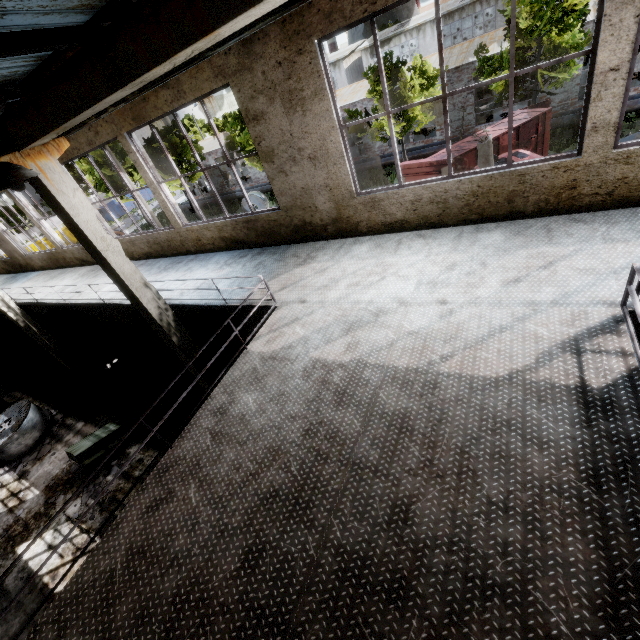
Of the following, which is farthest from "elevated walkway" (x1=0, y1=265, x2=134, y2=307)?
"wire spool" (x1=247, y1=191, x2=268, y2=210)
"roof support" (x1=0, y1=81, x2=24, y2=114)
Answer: "wire spool" (x1=247, y1=191, x2=268, y2=210)

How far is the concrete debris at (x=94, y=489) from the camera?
9.4 meters

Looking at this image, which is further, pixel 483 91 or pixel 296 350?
pixel 483 91

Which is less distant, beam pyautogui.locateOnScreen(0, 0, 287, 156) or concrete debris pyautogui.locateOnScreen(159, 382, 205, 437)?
beam pyautogui.locateOnScreen(0, 0, 287, 156)

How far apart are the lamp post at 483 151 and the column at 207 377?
9.5m

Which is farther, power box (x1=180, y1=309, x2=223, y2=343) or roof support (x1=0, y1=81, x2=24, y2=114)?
power box (x1=180, y1=309, x2=223, y2=343)

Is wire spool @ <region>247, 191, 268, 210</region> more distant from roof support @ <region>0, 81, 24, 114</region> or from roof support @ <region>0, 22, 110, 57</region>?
roof support @ <region>0, 22, 110, 57</region>

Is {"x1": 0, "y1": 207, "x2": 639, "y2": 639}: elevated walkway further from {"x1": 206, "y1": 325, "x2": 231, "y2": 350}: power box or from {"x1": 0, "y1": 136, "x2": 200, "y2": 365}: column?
{"x1": 206, "y1": 325, "x2": 231, "y2": 350}: power box
